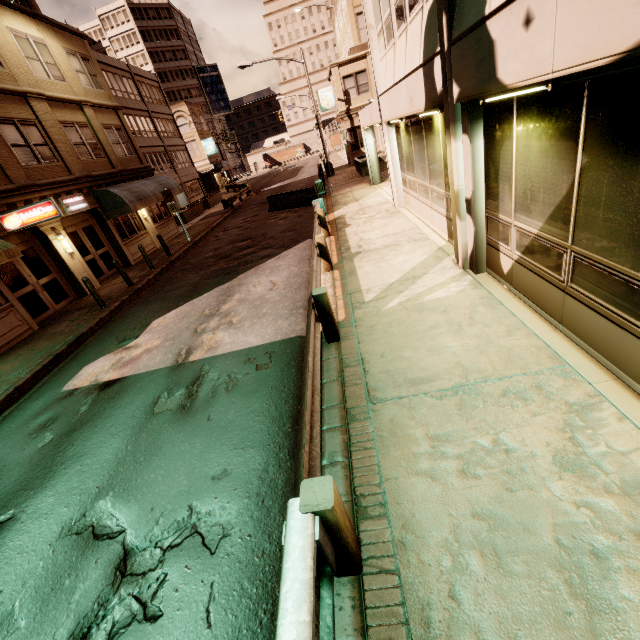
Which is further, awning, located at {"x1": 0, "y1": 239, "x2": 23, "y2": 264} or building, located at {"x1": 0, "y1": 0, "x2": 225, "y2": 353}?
building, located at {"x1": 0, "y1": 0, "x2": 225, "y2": 353}

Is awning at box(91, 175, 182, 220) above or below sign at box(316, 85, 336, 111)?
below

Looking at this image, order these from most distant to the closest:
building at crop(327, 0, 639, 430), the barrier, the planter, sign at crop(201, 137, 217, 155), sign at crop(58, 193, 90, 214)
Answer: sign at crop(201, 137, 217, 155)
the planter
the barrier
sign at crop(58, 193, 90, 214)
building at crop(327, 0, 639, 430)

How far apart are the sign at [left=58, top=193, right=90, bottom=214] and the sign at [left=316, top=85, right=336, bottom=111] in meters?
24.8 m

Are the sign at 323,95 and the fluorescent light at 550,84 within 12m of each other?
no

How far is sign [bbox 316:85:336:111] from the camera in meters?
30.8

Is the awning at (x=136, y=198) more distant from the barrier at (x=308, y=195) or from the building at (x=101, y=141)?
the barrier at (x=308, y=195)

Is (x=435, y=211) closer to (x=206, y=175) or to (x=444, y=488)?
(x=444, y=488)
